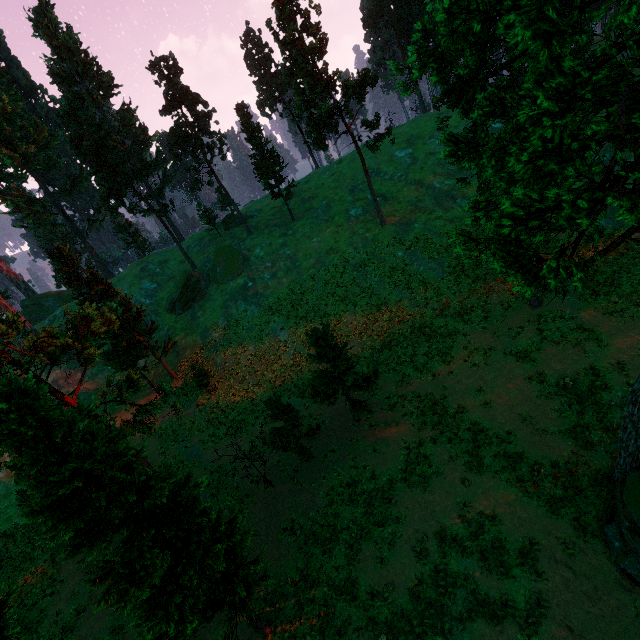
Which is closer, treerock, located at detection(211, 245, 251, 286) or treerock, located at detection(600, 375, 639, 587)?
treerock, located at detection(600, 375, 639, 587)

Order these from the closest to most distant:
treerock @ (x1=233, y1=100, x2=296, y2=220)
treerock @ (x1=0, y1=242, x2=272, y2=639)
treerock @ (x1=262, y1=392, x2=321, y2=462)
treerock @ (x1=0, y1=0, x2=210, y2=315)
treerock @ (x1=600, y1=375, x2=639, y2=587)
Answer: treerock @ (x1=0, y1=242, x2=272, y2=639)
treerock @ (x1=600, y1=375, x2=639, y2=587)
treerock @ (x1=262, y1=392, x2=321, y2=462)
treerock @ (x1=0, y1=0, x2=210, y2=315)
treerock @ (x1=233, y1=100, x2=296, y2=220)

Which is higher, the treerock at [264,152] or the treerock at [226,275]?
the treerock at [264,152]

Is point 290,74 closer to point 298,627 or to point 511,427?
point 511,427

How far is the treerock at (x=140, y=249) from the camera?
56.1m

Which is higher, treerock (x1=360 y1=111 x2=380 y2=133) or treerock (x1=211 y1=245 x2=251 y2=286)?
treerock (x1=360 y1=111 x2=380 y2=133)
